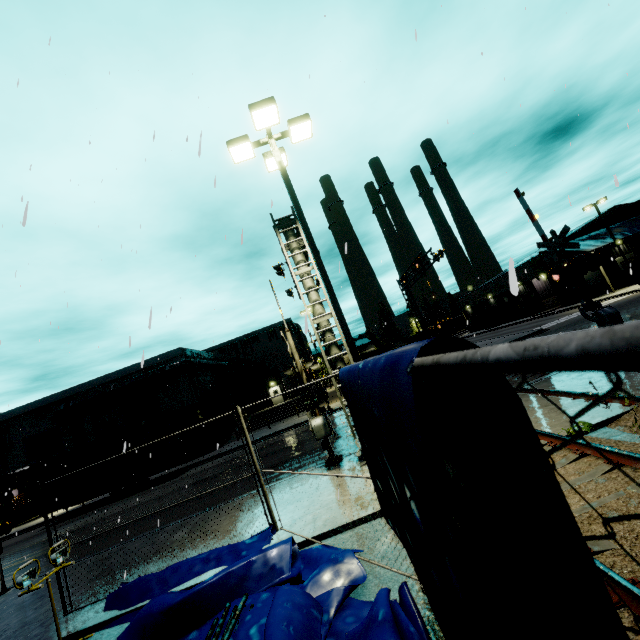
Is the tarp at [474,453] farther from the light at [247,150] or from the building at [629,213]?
the light at [247,150]

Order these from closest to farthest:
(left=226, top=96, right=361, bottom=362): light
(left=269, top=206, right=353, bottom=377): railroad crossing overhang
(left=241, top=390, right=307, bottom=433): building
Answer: (left=226, top=96, right=361, bottom=362): light
(left=269, top=206, right=353, bottom=377): railroad crossing overhang
(left=241, top=390, right=307, bottom=433): building

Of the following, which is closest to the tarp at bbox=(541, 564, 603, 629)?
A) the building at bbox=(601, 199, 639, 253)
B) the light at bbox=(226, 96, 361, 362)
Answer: the building at bbox=(601, 199, 639, 253)

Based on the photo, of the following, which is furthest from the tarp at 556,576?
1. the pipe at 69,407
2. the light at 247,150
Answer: the pipe at 69,407

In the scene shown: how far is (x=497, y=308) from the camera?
58.8m

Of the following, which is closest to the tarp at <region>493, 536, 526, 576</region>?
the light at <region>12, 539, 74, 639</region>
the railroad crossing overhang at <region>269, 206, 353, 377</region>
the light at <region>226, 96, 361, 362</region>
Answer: the light at <region>12, 539, 74, 639</region>

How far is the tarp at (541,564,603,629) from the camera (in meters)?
0.68
